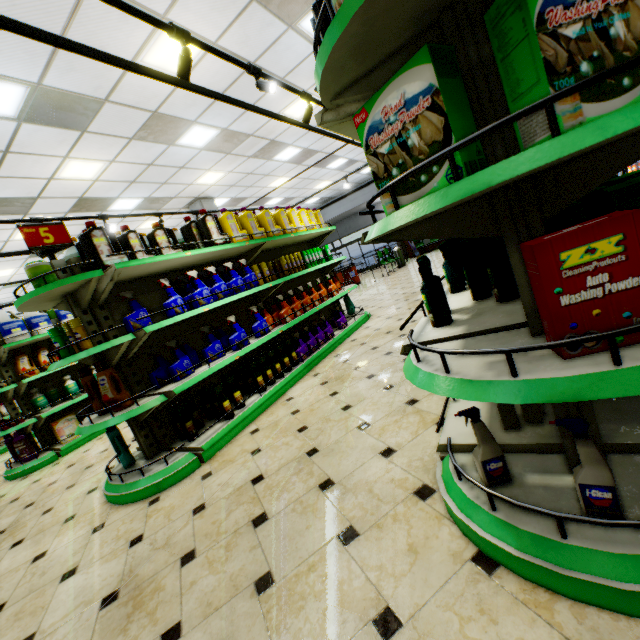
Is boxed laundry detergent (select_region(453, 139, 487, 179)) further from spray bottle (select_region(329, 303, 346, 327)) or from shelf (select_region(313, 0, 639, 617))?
spray bottle (select_region(329, 303, 346, 327))

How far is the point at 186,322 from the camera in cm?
379

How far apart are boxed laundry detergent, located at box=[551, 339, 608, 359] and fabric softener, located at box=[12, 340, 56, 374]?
6.8 meters

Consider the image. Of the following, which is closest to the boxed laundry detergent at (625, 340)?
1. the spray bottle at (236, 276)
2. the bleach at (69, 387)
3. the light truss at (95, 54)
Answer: the light truss at (95, 54)

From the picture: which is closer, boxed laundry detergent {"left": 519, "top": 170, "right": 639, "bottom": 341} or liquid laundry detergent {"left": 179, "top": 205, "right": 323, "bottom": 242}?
boxed laundry detergent {"left": 519, "top": 170, "right": 639, "bottom": 341}

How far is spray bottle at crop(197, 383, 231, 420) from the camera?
3.35m

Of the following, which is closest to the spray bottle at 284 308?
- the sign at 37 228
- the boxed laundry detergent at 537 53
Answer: the sign at 37 228

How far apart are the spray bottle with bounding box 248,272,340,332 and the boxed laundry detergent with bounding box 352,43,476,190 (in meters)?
3.43
